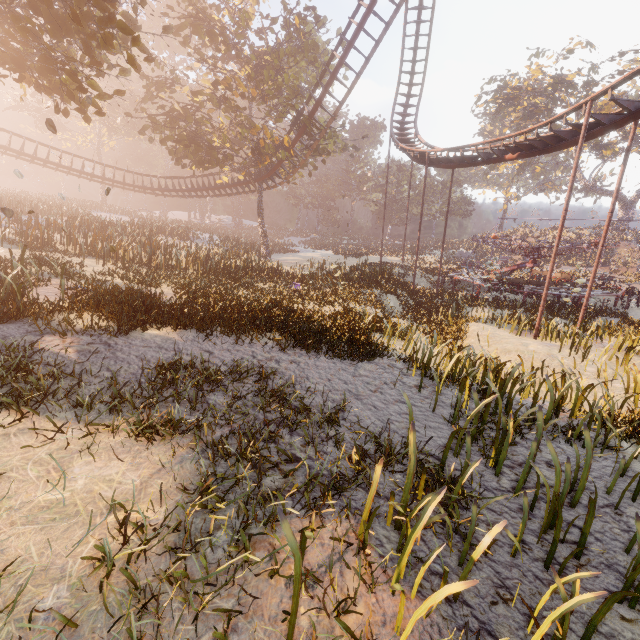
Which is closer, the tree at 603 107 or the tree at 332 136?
the tree at 332 136

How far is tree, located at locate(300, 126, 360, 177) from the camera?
24.14m

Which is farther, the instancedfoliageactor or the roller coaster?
the roller coaster

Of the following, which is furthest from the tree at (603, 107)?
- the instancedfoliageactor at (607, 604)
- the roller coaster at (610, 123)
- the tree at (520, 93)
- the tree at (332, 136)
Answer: the instancedfoliageactor at (607, 604)

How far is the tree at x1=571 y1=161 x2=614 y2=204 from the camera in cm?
4625

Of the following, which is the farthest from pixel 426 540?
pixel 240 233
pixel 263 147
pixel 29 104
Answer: pixel 29 104

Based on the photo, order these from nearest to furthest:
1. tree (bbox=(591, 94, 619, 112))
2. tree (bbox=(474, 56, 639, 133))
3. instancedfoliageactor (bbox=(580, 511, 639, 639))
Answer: instancedfoliageactor (bbox=(580, 511, 639, 639)), tree (bbox=(474, 56, 639, 133)), tree (bbox=(591, 94, 619, 112))
